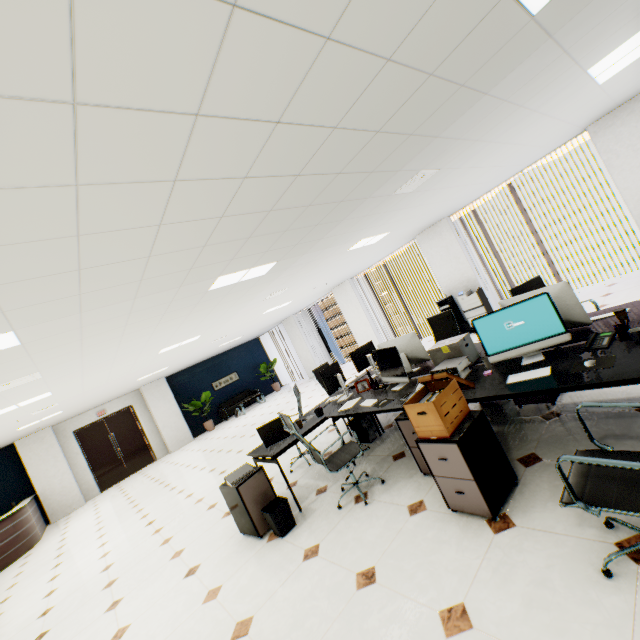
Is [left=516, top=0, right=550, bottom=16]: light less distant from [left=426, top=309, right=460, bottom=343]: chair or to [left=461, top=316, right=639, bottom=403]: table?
[left=461, top=316, right=639, bottom=403]: table

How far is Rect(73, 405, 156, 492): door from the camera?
12.1 meters

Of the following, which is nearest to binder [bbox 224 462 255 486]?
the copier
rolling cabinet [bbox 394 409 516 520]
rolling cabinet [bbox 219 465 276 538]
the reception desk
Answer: rolling cabinet [bbox 219 465 276 538]

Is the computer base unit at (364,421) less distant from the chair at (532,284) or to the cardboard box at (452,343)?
the cardboard box at (452,343)

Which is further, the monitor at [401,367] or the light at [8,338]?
the monitor at [401,367]

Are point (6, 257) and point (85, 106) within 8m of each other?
yes

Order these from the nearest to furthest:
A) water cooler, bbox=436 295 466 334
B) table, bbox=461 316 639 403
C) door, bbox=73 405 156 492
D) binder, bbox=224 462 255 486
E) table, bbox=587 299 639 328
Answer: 1. table, bbox=461 316 639 403
2. table, bbox=587 299 639 328
3. binder, bbox=224 462 255 486
4. water cooler, bbox=436 295 466 334
5. door, bbox=73 405 156 492

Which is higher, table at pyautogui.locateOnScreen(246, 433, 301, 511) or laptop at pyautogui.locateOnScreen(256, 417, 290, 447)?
laptop at pyautogui.locateOnScreen(256, 417, 290, 447)
